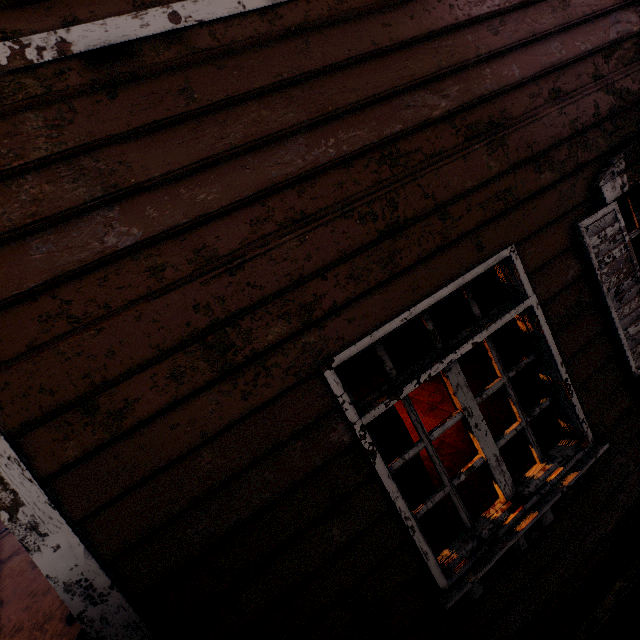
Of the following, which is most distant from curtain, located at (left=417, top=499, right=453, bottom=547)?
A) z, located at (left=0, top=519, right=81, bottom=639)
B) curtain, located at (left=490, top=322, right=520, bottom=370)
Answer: z, located at (left=0, top=519, right=81, bottom=639)

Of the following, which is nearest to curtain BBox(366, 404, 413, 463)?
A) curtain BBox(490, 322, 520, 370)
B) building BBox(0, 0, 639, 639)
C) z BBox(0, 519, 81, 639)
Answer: building BBox(0, 0, 639, 639)

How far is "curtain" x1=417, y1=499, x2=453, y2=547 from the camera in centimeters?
199cm

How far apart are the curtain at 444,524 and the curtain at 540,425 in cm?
77

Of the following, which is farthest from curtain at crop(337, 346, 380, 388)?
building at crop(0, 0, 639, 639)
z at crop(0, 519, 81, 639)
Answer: z at crop(0, 519, 81, 639)

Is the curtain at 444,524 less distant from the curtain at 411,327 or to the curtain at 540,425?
the curtain at 411,327

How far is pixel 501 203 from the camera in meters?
2.0

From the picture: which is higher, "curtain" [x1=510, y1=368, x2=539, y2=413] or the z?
"curtain" [x1=510, y1=368, x2=539, y2=413]
